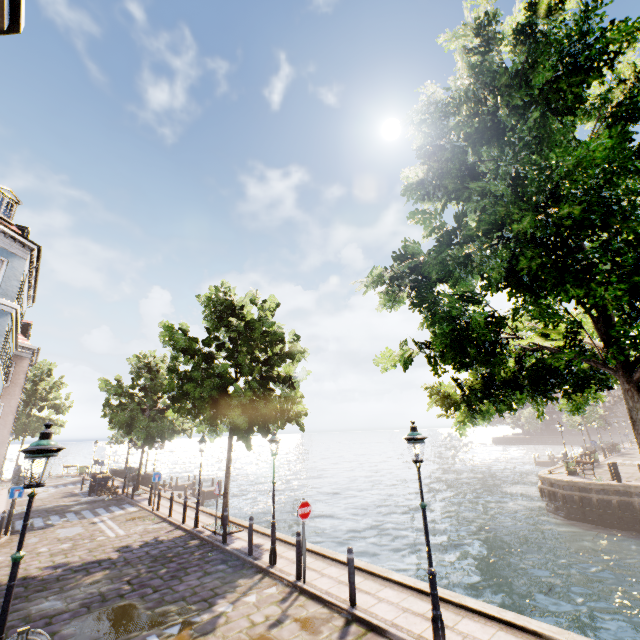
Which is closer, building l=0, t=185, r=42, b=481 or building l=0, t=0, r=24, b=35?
building l=0, t=0, r=24, b=35

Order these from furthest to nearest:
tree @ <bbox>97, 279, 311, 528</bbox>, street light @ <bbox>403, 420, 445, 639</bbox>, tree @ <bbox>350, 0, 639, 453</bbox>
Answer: tree @ <bbox>97, 279, 311, 528</bbox> → street light @ <bbox>403, 420, 445, 639</bbox> → tree @ <bbox>350, 0, 639, 453</bbox>

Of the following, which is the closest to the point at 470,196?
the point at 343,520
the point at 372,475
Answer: the point at 343,520

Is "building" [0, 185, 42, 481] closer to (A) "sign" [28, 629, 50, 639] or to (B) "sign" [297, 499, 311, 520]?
(A) "sign" [28, 629, 50, 639]

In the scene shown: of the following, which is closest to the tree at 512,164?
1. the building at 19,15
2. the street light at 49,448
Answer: the building at 19,15

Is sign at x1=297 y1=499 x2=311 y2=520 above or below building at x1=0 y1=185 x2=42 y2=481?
below

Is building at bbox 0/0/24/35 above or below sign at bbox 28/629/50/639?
above

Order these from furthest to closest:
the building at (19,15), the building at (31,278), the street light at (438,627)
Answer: the building at (31,278) → the street light at (438,627) → the building at (19,15)
